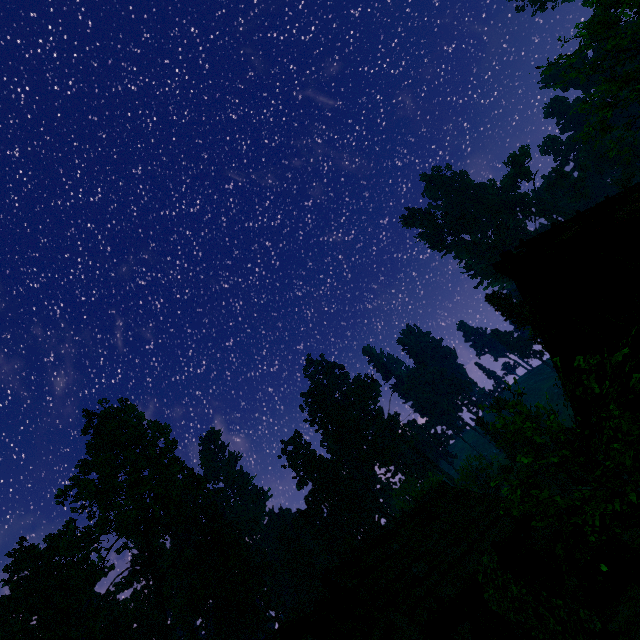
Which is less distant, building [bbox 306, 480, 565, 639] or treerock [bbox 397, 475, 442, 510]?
building [bbox 306, 480, 565, 639]

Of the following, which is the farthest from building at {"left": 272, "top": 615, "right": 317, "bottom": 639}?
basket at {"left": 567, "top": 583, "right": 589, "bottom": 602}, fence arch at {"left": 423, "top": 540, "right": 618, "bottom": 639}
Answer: basket at {"left": 567, "top": 583, "right": 589, "bottom": 602}

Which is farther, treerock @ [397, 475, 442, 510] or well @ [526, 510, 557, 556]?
treerock @ [397, 475, 442, 510]

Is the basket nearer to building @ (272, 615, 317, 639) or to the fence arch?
building @ (272, 615, 317, 639)

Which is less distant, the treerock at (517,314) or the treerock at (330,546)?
the treerock at (517,314)

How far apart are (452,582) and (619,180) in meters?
70.2

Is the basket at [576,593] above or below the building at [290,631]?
below
